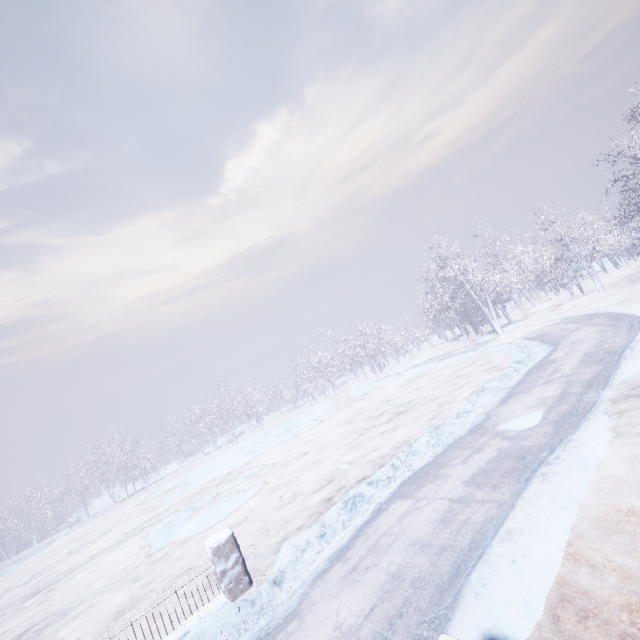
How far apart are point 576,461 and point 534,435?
1.2m
